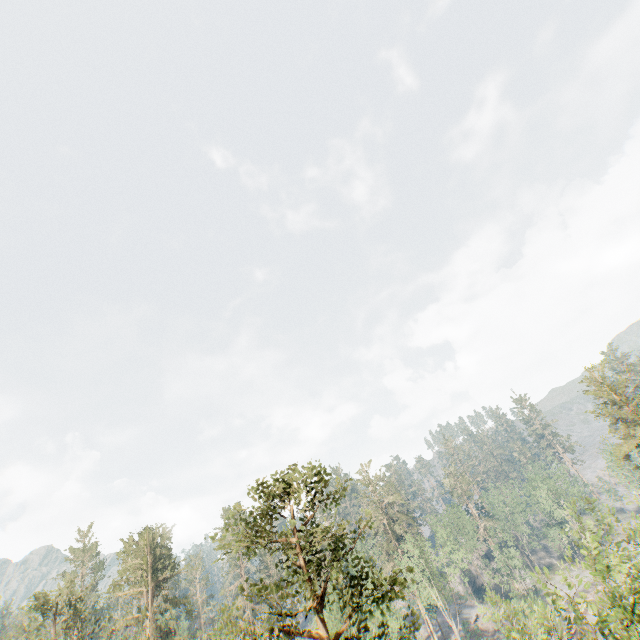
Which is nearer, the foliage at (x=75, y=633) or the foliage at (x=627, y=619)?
the foliage at (x=627, y=619)

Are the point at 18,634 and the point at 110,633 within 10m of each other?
yes

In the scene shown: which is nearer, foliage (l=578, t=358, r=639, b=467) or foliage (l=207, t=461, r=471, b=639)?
foliage (l=207, t=461, r=471, b=639)

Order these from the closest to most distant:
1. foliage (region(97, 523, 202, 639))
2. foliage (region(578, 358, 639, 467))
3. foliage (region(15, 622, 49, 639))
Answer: foliage (region(15, 622, 49, 639)) → foliage (region(97, 523, 202, 639)) → foliage (region(578, 358, 639, 467))

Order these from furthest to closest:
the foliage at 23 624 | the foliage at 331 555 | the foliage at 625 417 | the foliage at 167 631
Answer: the foliage at 625 417, the foliage at 167 631, the foliage at 23 624, the foliage at 331 555
